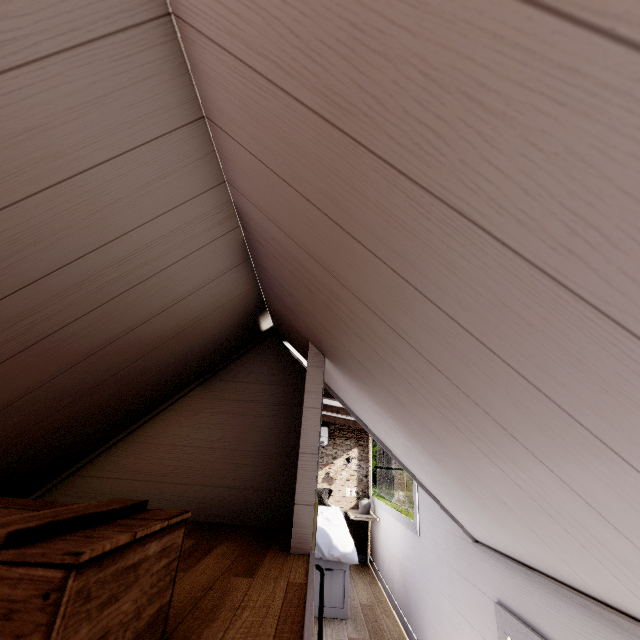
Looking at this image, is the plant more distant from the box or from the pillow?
the box

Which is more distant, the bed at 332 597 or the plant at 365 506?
the plant at 365 506

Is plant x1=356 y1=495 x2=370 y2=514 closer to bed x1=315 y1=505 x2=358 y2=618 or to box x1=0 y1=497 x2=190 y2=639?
bed x1=315 y1=505 x2=358 y2=618

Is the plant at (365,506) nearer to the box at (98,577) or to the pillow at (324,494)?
the pillow at (324,494)

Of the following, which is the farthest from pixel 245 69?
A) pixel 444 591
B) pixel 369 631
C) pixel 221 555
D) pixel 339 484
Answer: pixel 339 484

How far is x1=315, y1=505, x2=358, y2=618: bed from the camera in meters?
3.4 m

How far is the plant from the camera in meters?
5.2 m

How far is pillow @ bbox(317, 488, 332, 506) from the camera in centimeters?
547cm
